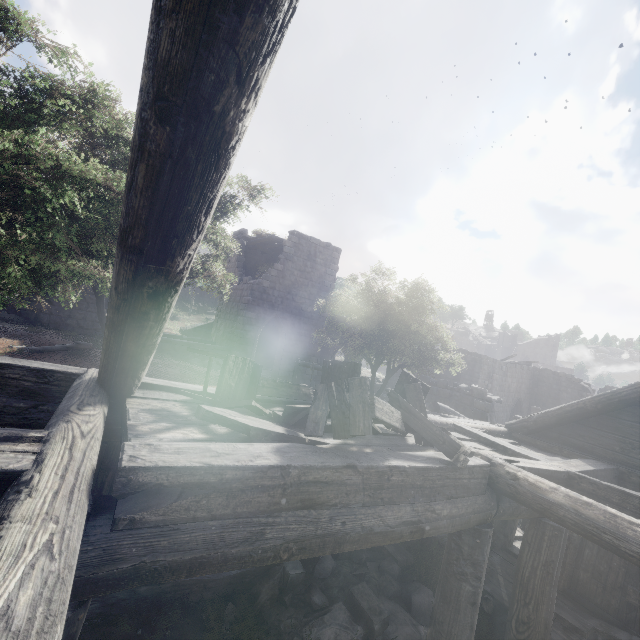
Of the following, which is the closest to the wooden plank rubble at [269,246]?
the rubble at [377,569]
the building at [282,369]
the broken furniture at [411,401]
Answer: the building at [282,369]

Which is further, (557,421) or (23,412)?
(557,421)

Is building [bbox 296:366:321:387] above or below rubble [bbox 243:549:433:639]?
above

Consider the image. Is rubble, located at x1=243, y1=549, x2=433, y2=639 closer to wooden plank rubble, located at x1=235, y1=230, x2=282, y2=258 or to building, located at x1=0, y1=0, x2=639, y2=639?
building, located at x1=0, y1=0, x2=639, y2=639

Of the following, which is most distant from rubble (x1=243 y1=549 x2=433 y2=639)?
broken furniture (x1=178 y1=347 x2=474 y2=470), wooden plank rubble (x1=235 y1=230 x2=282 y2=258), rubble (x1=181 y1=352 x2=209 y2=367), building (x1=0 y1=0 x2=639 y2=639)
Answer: wooden plank rubble (x1=235 y1=230 x2=282 y2=258)

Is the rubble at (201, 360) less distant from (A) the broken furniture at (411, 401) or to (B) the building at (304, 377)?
(B) the building at (304, 377)

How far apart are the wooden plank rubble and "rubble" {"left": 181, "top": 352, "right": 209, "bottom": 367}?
7.54m

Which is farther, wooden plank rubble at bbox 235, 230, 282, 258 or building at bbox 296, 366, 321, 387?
building at bbox 296, 366, 321, 387
